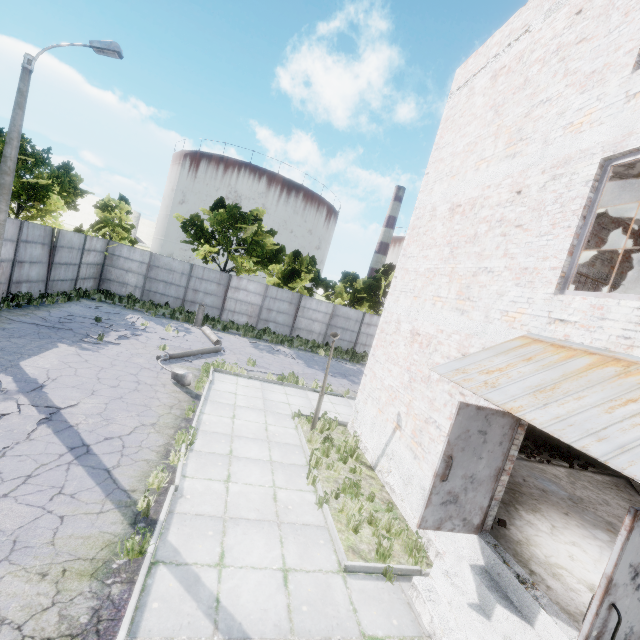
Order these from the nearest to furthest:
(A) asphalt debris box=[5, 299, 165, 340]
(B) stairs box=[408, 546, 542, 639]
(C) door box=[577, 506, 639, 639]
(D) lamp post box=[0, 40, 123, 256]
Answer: (C) door box=[577, 506, 639, 639] → (B) stairs box=[408, 546, 542, 639] → (D) lamp post box=[0, 40, 123, 256] → (A) asphalt debris box=[5, 299, 165, 340]

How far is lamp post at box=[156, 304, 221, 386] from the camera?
10.6m

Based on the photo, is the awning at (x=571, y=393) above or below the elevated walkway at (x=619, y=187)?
below

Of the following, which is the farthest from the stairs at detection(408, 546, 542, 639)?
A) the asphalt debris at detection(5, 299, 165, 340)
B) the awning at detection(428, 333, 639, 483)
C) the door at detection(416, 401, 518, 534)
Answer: the asphalt debris at detection(5, 299, 165, 340)

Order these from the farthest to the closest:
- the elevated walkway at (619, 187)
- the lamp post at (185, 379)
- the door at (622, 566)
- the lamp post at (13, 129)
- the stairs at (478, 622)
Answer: the lamp post at (185, 379)
the lamp post at (13, 129)
the elevated walkway at (619, 187)
the stairs at (478, 622)
the door at (622, 566)

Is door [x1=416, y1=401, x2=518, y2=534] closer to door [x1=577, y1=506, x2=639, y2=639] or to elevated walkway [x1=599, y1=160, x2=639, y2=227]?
door [x1=577, y1=506, x2=639, y2=639]

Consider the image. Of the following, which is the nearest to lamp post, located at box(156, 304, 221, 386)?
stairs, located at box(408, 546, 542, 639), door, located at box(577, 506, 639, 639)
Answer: stairs, located at box(408, 546, 542, 639)

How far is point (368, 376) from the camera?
10.8 meters
